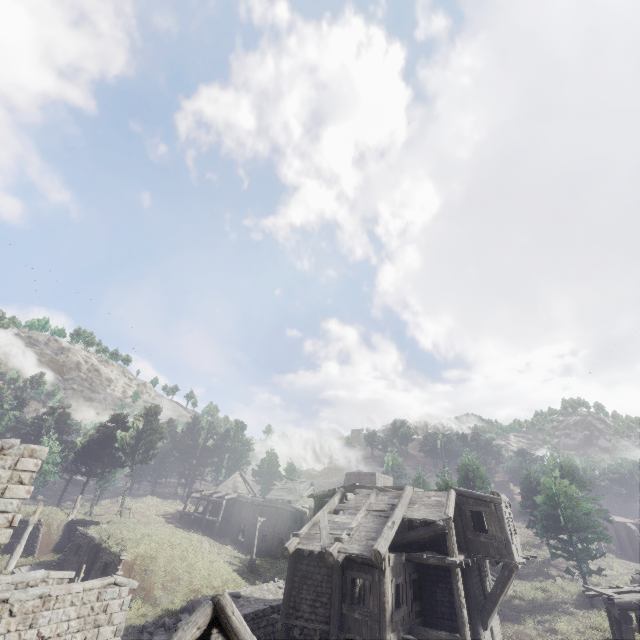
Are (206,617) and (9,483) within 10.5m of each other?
yes

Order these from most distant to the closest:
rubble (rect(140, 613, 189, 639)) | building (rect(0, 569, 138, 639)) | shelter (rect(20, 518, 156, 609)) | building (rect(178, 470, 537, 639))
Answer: shelter (rect(20, 518, 156, 609)) → rubble (rect(140, 613, 189, 639)) → building (rect(178, 470, 537, 639)) → building (rect(0, 569, 138, 639))

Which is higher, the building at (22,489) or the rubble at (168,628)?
the building at (22,489)

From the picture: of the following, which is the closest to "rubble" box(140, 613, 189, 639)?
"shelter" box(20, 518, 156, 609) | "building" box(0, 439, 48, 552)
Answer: "building" box(0, 439, 48, 552)

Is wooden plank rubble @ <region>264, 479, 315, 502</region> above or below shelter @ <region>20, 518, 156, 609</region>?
above

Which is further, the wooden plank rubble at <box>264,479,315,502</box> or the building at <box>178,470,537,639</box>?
the wooden plank rubble at <box>264,479,315,502</box>

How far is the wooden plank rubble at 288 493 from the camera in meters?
42.4

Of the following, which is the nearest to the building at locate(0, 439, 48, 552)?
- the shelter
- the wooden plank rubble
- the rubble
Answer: the rubble
